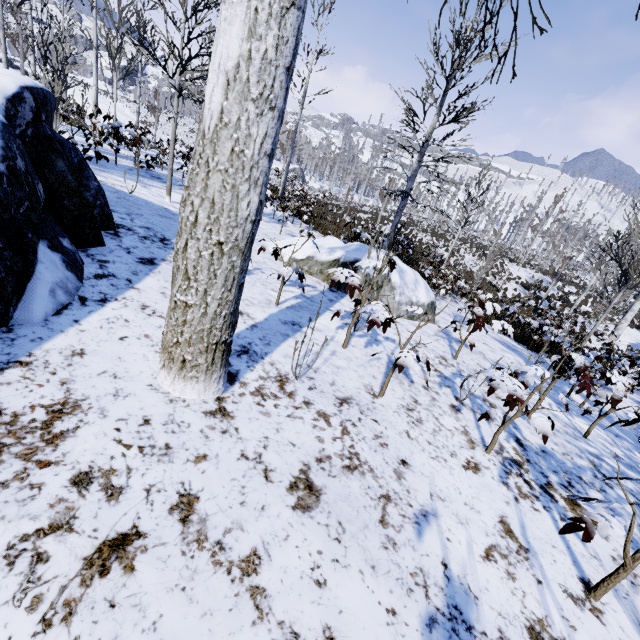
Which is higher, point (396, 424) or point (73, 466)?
point (73, 466)

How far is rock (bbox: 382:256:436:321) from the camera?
5.8m

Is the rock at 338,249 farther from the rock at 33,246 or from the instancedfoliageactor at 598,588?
the rock at 33,246

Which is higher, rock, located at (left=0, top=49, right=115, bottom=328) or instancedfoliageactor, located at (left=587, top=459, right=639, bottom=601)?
rock, located at (left=0, top=49, right=115, bottom=328)

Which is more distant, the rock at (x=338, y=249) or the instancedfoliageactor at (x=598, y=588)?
the rock at (x=338, y=249)

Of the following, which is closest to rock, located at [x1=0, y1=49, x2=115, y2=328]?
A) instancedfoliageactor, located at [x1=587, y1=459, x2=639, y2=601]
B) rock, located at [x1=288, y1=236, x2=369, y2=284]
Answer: instancedfoliageactor, located at [x1=587, y1=459, x2=639, y2=601]

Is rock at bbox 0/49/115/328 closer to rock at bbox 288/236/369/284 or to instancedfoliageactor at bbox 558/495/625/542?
instancedfoliageactor at bbox 558/495/625/542
